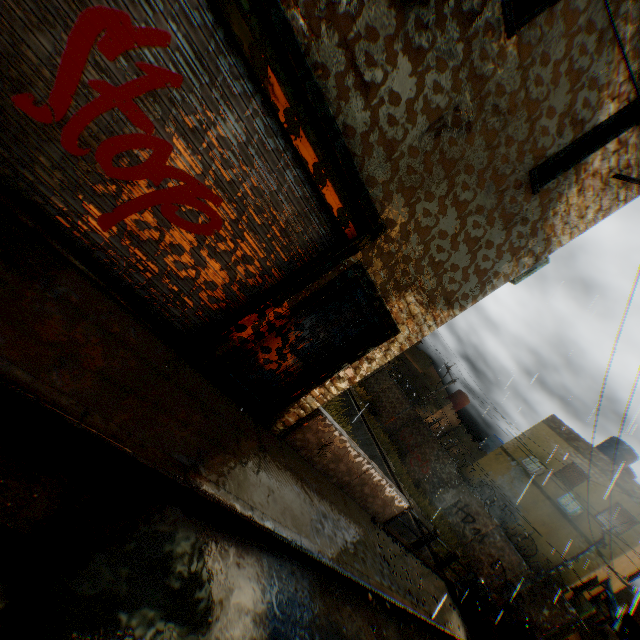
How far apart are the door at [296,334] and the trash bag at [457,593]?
7.4 meters

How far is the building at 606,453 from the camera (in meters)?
17.00

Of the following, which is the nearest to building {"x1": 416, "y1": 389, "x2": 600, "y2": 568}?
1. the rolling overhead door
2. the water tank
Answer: the rolling overhead door

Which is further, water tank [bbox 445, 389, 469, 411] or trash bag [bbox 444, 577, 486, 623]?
water tank [bbox 445, 389, 469, 411]

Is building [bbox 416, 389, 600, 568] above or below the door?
above

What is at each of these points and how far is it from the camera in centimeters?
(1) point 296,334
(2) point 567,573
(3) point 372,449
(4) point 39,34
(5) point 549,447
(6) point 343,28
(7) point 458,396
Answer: (1) door, 506cm
(2) building, 1594cm
(3) concrete channel, 2041cm
(4) rolling overhead door, 297cm
(5) building, 1997cm
(6) building, 329cm
(7) water tank, 3189cm

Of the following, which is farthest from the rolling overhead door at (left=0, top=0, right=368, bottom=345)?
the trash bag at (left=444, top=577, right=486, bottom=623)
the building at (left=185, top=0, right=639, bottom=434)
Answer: the trash bag at (left=444, top=577, right=486, bottom=623)

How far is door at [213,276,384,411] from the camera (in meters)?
4.96
